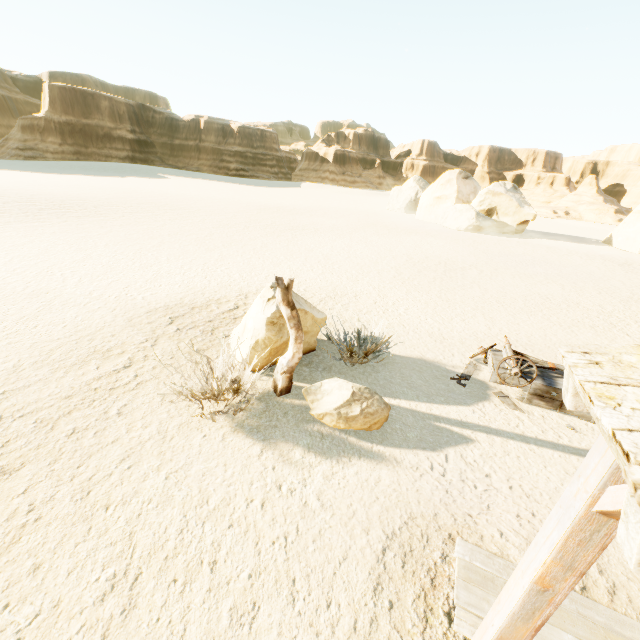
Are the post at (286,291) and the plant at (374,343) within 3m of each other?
yes

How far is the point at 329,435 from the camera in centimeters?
537cm

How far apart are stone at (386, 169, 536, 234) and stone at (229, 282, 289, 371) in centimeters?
3177cm

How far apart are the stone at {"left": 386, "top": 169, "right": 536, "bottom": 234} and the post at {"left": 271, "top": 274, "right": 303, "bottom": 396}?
33.57m

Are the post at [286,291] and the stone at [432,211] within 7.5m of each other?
no

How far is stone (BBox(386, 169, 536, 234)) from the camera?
31.1m

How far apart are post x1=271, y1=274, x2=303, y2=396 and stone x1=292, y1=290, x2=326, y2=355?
0.4m

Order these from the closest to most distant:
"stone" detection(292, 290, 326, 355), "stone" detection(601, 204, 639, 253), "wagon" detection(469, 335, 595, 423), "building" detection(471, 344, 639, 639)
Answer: "building" detection(471, 344, 639, 639), "wagon" detection(469, 335, 595, 423), "stone" detection(292, 290, 326, 355), "stone" detection(601, 204, 639, 253)
